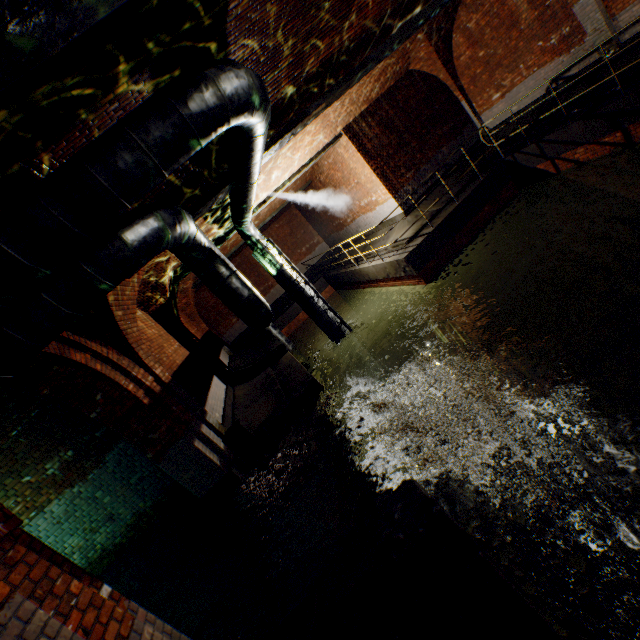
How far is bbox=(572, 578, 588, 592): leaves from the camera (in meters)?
2.80

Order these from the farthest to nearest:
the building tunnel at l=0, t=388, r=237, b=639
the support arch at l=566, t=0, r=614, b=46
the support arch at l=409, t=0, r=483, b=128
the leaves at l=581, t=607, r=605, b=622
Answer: the support arch at l=409, t=0, r=483, b=128 → the support arch at l=566, t=0, r=614, b=46 → the building tunnel at l=0, t=388, r=237, b=639 → the leaves at l=581, t=607, r=605, b=622

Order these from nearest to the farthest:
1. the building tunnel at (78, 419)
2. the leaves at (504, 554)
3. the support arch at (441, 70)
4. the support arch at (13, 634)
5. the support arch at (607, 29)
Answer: the support arch at (13, 634), the leaves at (504, 554), the building tunnel at (78, 419), the support arch at (607, 29), the support arch at (441, 70)

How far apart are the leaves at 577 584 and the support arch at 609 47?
11.4m

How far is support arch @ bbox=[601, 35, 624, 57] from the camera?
8.5 meters

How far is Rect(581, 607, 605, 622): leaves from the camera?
2.6 meters

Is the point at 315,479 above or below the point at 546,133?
below
